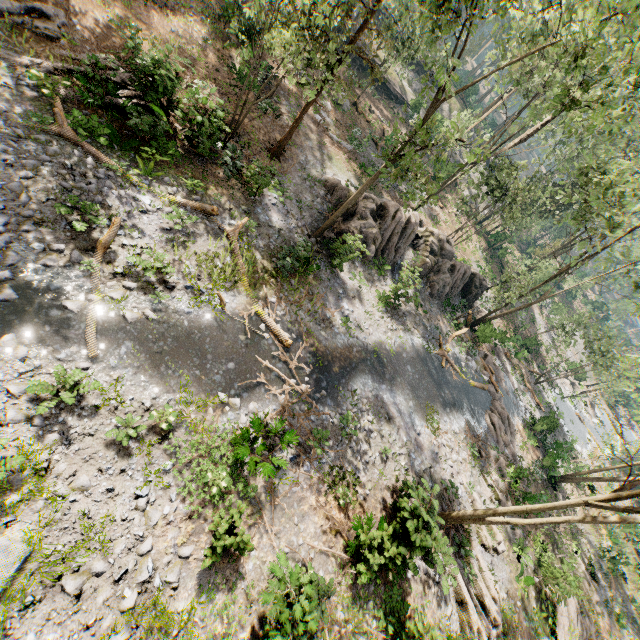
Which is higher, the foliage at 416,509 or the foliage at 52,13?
the foliage at 416,509

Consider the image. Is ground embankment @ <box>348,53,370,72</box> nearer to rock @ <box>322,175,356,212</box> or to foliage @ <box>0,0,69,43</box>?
foliage @ <box>0,0,69,43</box>

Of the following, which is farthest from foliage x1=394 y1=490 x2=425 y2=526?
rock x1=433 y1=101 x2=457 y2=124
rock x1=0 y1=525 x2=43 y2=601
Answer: rock x1=0 y1=525 x2=43 y2=601

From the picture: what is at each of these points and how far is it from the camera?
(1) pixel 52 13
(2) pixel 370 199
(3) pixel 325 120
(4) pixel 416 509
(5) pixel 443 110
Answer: (1) foliage, 13.3m
(2) rock, 21.1m
(3) rock, 25.4m
(4) foliage, 11.6m
(5) rock, 46.3m

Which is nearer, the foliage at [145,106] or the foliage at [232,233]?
the foliage at [145,106]

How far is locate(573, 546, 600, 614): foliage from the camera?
22.3 meters

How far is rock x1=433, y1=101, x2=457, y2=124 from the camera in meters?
39.4 m

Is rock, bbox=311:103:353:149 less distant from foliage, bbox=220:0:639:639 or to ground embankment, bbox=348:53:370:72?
foliage, bbox=220:0:639:639
